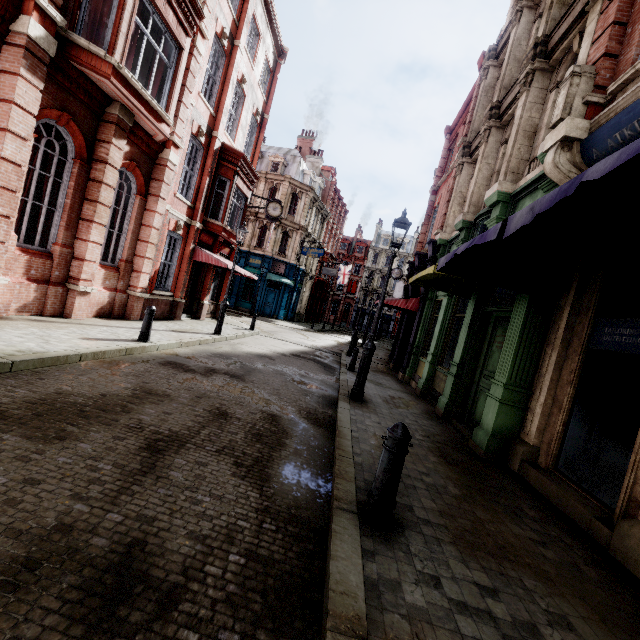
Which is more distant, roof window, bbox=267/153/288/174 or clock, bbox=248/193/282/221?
roof window, bbox=267/153/288/174

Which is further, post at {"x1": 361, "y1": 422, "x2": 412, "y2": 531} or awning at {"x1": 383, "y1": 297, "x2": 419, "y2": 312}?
awning at {"x1": 383, "y1": 297, "x2": 419, "y2": 312}

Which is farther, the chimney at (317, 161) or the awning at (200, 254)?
the chimney at (317, 161)

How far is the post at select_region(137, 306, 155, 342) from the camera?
8.4 meters

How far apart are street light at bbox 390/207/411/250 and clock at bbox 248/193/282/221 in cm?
1310

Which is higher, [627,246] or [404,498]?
[627,246]

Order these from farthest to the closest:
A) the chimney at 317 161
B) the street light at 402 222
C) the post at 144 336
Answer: the chimney at 317 161 < the post at 144 336 < the street light at 402 222

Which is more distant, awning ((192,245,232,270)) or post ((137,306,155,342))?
awning ((192,245,232,270))
